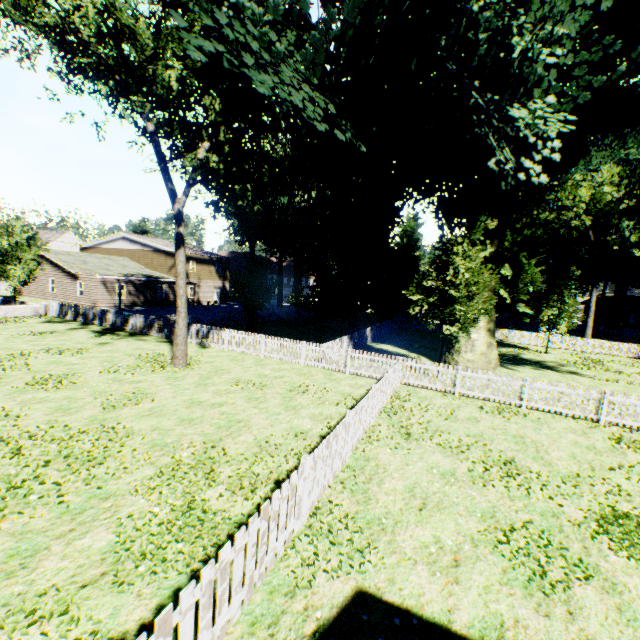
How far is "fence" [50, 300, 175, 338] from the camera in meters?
20.8 m

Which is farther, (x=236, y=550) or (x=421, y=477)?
(x=421, y=477)

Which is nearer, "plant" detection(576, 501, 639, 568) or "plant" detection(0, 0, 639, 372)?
"plant" detection(576, 501, 639, 568)

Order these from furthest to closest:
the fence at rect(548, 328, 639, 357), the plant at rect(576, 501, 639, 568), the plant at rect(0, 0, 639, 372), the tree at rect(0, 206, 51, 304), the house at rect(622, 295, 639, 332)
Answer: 1. the house at rect(622, 295, 639, 332)
2. the fence at rect(548, 328, 639, 357)
3. the tree at rect(0, 206, 51, 304)
4. the plant at rect(0, 0, 639, 372)
5. the plant at rect(576, 501, 639, 568)

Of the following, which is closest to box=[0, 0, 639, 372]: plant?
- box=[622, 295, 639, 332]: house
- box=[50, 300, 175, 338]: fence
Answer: box=[50, 300, 175, 338]: fence

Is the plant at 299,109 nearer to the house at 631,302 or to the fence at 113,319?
the fence at 113,319

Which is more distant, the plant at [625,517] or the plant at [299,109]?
the plant at [299,109]
